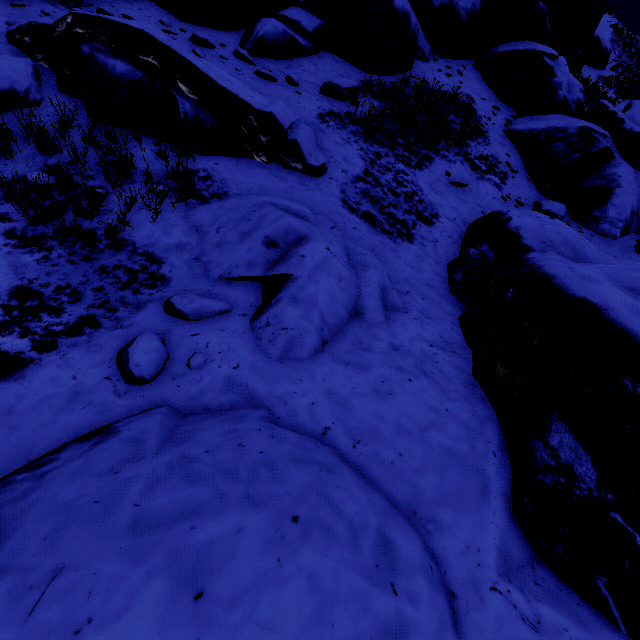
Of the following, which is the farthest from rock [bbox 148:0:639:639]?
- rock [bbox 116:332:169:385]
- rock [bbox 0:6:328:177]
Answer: rock [bbox 116:332:169:385]

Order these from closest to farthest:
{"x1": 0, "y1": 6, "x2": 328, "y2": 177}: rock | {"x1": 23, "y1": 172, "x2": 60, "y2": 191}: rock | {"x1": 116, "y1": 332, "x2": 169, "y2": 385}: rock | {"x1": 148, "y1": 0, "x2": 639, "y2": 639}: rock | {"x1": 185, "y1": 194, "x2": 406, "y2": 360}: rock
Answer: {"x1": 148, "y1": 0, "x2": 639, "y2": 639}: rock → {"x1": 116, "y1": 332, "x2": 169, "y2": 385}: rock → {"x1": 185, "y1": 194, "x2": 406, "y2": 360}: rock → {"x1": 23, "y1": 172, "x2": 60, "y2": 191}: rock → {"x1": 0, "y1": 6, "x2": 328, "y2": 177}: rock

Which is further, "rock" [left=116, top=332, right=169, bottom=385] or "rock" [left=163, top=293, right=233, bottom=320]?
"rock" [left=163, top=293, right=233, bottom=320]

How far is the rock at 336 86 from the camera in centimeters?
805cm

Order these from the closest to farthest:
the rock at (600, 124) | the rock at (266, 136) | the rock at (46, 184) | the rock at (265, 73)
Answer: the rock at (600, 124) → the rock at (46, 184) → the rock at (266, 136) → the rock at (265, 73)

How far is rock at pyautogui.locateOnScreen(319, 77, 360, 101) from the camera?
8.05m

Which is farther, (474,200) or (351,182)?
(474,200)

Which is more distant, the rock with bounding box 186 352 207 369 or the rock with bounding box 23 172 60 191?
the rock with bounding box 23 172 60 191
